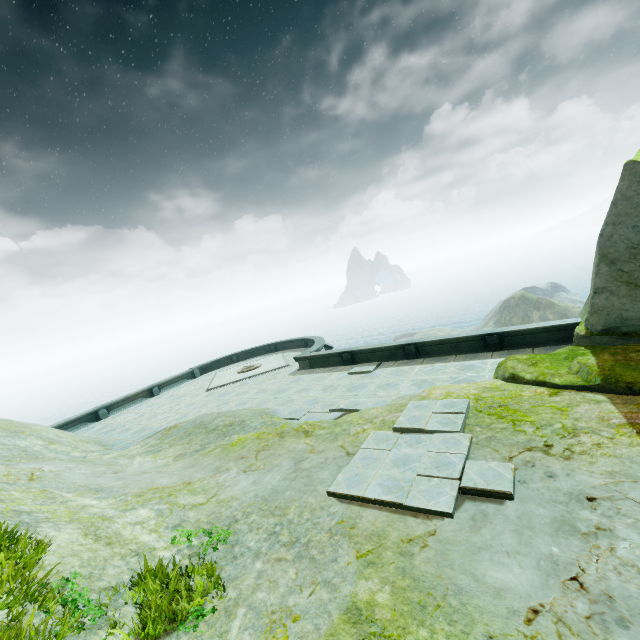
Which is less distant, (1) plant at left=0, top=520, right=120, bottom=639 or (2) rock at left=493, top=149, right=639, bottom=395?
(1) plant at left=0, top=520, right=120, bottom=639

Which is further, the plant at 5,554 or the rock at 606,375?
the rock at 606,375

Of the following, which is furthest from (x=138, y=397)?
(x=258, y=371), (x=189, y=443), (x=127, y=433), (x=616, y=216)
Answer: (x=616, y=216)
